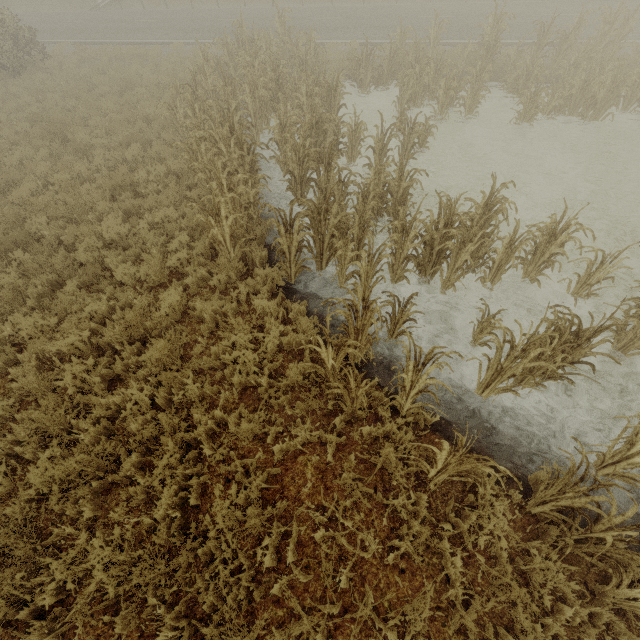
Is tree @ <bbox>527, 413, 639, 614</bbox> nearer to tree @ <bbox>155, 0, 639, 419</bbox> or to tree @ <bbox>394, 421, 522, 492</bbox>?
tree @ <bbox>394, 421, 522, 492</bbox>

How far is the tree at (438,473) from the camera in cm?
306

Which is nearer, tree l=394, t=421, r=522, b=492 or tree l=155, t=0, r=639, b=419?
tree l=394, t=421, r=522, b=492

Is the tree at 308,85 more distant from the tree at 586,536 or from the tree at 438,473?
the tree at 586,536

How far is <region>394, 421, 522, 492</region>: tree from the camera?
3.06m

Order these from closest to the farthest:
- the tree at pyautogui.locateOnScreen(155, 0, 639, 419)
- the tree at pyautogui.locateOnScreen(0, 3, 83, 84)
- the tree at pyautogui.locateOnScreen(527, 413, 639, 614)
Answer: the tree at pyautogui.locateOnScreen(527, 413, 639, 614), the tree at pyautogui.locateOnScreen(155, 0, 639, 419), the tree at pyautogui.locateOnScreen(0, 3, 83, 84)

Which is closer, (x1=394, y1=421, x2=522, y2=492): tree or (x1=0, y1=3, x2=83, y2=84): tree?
(x1=394, y1=421, x2=522, y2=492): tree

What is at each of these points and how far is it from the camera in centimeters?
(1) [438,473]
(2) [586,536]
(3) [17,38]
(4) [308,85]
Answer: (1) tree, 410cm
(2) tree, 333cm
(3) tree, 1517cm
(4) tree, 971cm
